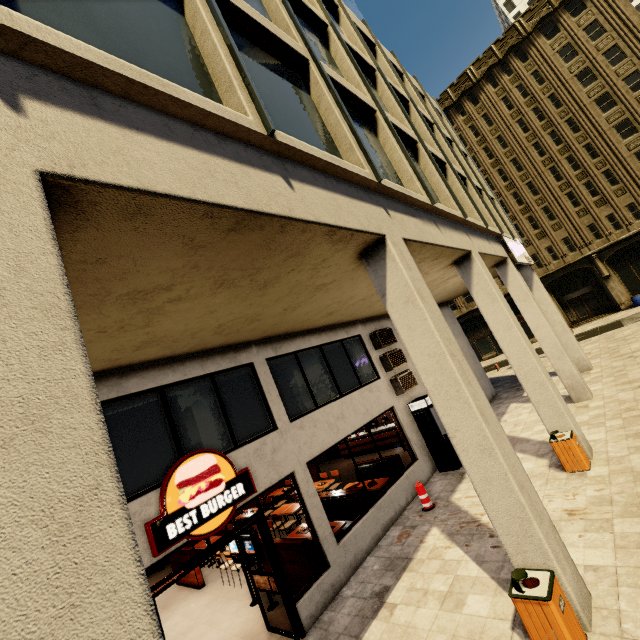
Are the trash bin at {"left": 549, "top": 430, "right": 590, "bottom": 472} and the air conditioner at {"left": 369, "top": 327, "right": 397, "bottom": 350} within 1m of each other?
no

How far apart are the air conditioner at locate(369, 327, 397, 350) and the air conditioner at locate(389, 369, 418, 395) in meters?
1.1 m

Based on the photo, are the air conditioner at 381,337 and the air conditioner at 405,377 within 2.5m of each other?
yes

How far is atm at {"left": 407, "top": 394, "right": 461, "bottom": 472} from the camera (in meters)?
10.79

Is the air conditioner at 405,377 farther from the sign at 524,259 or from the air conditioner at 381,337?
the sign at 524,259

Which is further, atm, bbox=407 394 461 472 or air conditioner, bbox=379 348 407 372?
air conditioner, bbox=379 348 407 372

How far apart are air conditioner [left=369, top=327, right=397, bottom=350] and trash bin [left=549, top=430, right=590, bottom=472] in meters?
5.5

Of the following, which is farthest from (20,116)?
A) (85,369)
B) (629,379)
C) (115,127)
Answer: (629,379)
